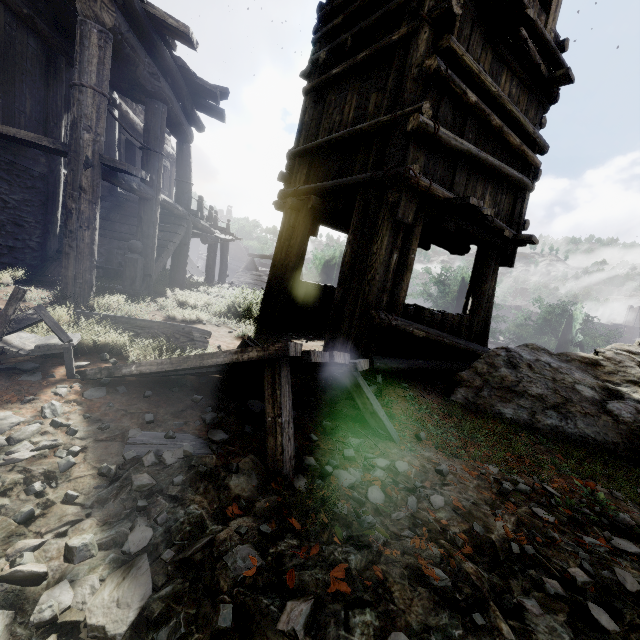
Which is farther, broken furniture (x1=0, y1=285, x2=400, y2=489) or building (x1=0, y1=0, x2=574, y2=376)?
building (x1=0, y1=0, x2=574, y2=376)

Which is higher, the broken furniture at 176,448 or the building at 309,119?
the building at 309,119

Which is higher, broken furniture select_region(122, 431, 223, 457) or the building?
the building

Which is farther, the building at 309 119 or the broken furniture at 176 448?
the building at 309 119

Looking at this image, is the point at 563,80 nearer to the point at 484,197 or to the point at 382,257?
the point at 484,197

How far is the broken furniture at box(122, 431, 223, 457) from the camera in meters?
2.1

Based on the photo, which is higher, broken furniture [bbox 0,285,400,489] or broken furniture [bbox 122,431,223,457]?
broken furniture [bbox 0,285,400,489]
